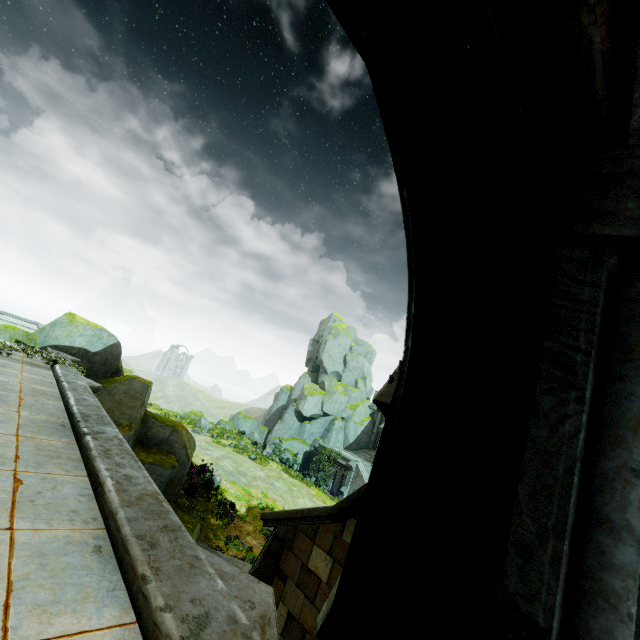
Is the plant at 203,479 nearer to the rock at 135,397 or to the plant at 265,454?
the rock at 135,397

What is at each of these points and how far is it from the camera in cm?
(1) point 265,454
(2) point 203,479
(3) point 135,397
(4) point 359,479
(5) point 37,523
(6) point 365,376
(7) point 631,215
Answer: (1) plant, 3072
(2) plant, 1872
(3) rock, 1452
(4) stair, 3027
(5) bridge, 306
(6) rock, 4341
(7) building, 66

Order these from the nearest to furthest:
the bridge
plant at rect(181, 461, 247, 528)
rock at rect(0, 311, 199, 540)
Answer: the bridge < rock at rect(0, 311, 199, 540) < plant at rect(181, 461, 247, 528)

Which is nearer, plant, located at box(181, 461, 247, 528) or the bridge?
the bridge

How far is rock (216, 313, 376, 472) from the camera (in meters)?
37.38

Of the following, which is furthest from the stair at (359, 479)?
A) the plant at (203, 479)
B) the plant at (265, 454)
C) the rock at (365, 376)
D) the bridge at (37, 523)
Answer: the bridge at (37, 523)

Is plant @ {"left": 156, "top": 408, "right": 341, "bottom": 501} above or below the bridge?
below

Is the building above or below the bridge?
above
